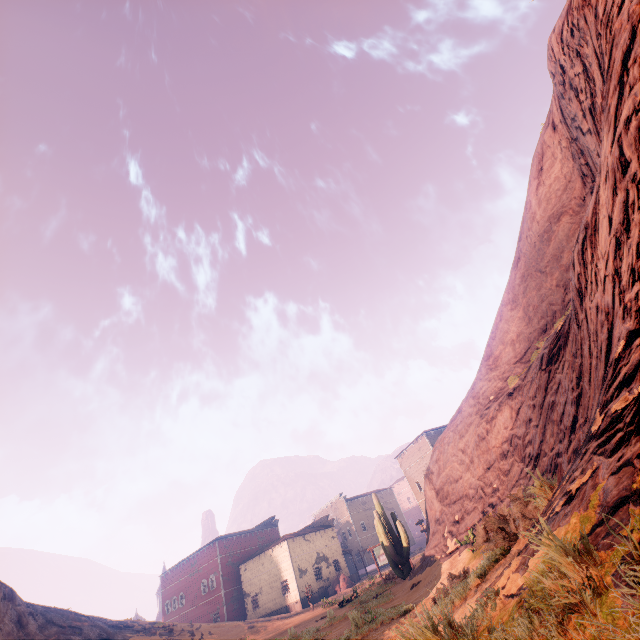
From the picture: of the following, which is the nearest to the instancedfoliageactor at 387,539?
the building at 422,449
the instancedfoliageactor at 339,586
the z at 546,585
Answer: the z at 546,585

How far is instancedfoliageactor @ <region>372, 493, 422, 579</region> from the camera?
16.27m

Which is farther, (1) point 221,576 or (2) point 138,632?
(1) point 221,576

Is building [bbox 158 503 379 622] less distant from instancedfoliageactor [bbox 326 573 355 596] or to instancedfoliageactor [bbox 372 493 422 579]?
instancedfoliageactor [bbox 326 573 355 596]

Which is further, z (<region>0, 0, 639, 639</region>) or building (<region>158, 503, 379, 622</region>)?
building (<region>158, 503, 379, 622</region>)

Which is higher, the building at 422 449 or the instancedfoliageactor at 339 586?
the building at 422 449

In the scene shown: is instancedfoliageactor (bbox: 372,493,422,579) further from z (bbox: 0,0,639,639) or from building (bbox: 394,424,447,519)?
building (bbox: 394,424,447,519)
